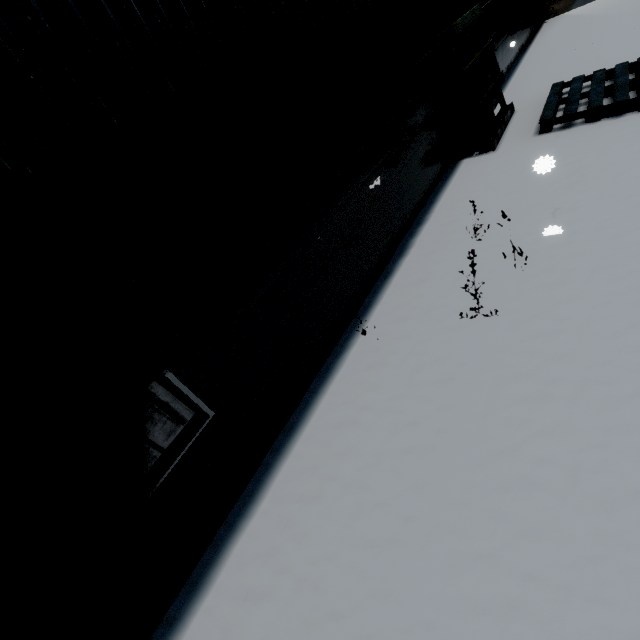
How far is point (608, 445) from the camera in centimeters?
192cm

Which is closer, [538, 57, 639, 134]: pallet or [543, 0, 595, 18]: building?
[538, 57, 639, 134]: pallet

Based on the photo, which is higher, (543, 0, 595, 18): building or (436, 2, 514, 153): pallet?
(436, 2, 514, 153): pallet

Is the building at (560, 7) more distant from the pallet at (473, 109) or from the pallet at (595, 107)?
the pallet at (595, 107)

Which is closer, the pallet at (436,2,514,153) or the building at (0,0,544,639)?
the building at (0,0,544,639)

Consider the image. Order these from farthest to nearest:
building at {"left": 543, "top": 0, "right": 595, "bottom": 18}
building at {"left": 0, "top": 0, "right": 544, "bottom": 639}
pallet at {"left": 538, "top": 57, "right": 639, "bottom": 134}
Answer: building at {"left": 543, "top": 0, "right": 595, "bottom": 18} < pallet at {"left": 538, "top": 57, "right": 639, "bottom": 134} < building at {"left": 0, "top": 0, "right": 544, "bottom": 639}

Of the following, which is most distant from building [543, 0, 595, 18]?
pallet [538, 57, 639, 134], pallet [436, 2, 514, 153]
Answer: pallet [538, 57, 639, 134]

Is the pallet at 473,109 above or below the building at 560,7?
above
